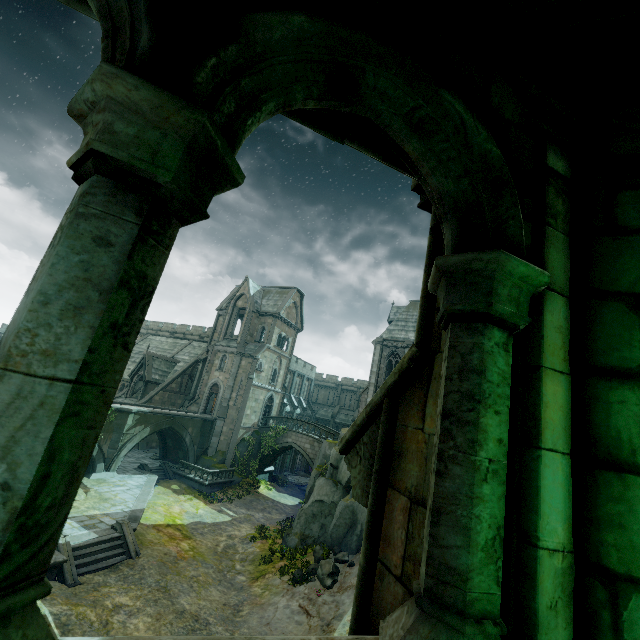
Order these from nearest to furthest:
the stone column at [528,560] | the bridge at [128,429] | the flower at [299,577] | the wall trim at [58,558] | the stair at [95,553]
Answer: the stone column at [528,560]
the wall trim at [58,558]
the stair at [95,553]
the flower at [299,577]
the bridge at [128,429]

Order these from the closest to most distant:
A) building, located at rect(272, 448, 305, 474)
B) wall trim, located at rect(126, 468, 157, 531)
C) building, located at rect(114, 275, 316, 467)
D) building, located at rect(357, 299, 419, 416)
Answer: wall trim, located at rect(126, 468, 157, 531) → building, located at rect(114, 275, 316, 467) → building, located at rect(357, 299, 419, 416) → building, located at rect(272, 448, 305, 474)

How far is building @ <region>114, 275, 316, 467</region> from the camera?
35.0m

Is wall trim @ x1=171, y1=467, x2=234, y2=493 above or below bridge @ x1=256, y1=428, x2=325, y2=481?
below

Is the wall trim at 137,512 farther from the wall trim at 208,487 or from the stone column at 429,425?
the stone column at 429,425

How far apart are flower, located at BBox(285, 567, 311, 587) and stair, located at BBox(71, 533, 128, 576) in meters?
7.9

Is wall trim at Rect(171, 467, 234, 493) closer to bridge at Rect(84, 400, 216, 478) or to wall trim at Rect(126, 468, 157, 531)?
wall trim at Rect(126, 468, 157, 531)

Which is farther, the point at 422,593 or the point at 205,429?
the point at 205,429
